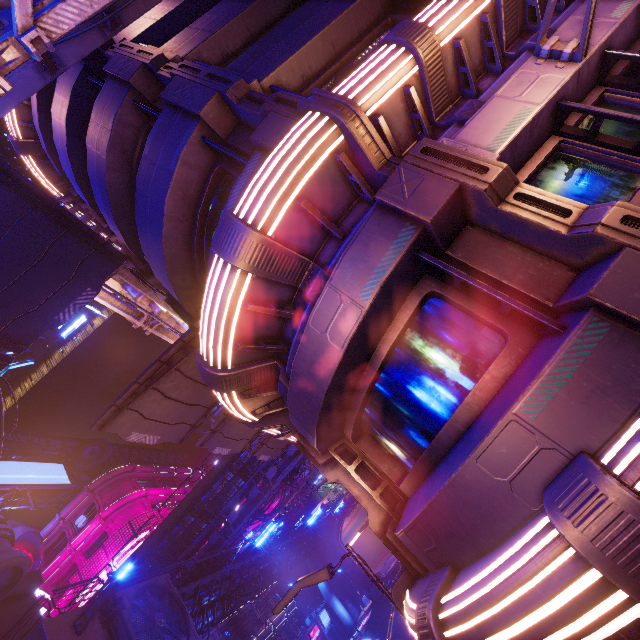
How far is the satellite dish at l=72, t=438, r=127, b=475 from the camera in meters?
46.5

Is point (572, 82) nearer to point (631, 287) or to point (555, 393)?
point (631, 287)

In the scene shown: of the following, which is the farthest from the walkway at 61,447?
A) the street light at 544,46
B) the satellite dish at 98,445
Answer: the street light at 544,46

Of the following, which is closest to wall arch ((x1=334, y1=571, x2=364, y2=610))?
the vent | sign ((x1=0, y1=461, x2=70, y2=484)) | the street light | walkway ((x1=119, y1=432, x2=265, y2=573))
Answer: walkway ((x1=119, y1=432, x2=265, y2=573))

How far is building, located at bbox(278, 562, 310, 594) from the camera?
53.9 meters

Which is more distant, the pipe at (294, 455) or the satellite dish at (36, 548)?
the satellite dish at (36, 548)

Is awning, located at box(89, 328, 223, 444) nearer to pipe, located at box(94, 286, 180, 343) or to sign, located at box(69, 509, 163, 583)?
Answer: pipe, located at box(94, 286, 180, 343)

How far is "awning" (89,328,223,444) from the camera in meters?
9.3
